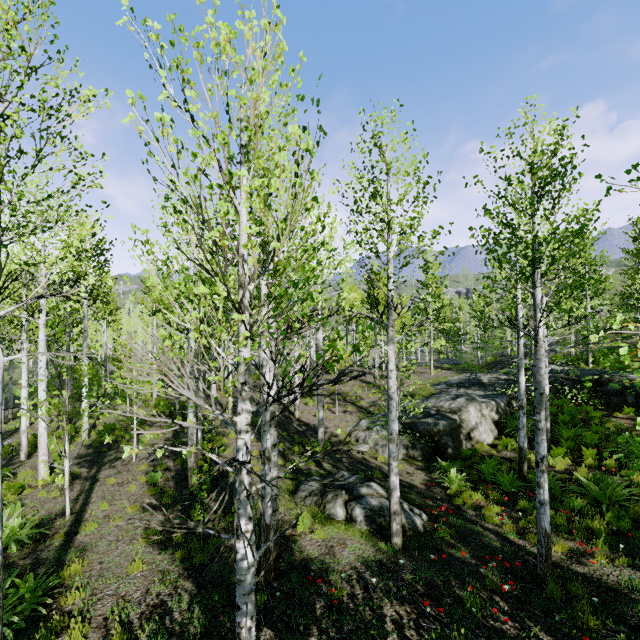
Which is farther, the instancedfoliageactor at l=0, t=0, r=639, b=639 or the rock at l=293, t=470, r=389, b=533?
the rock at l=293, t=470, r=389, b=533

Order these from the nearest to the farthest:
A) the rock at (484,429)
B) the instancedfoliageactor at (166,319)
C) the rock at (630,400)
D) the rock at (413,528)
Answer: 1. the instancedfoliageactor at (166,319)
2. the rock at (413,528)
3. the rock at (484,429)
4. the rock at (630,400)

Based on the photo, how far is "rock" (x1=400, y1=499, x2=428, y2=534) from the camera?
7.57m

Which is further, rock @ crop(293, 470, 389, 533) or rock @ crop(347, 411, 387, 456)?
rock @ crop(347, 411, 387, 456)

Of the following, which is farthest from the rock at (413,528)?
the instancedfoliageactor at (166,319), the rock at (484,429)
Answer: the rock at (484,429)

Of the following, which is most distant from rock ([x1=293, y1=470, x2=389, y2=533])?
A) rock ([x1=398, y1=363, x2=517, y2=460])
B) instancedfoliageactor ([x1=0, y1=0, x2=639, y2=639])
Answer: rock ([x1=398, y1=363, x2=517, y2=460])

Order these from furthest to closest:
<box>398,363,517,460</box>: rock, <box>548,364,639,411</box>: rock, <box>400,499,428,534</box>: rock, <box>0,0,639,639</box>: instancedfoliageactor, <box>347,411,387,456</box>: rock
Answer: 1. <box>548,364,639,411</box>: rock
2. <box>347,411,387,456</box>: rock
3. <box>398,363,517,460</box>: rock
4. <box>400,499,428,534</box>: rock
5. <box>0,0,639,639</box>: instancedfoliageactor

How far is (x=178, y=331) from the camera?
17.5 meters
